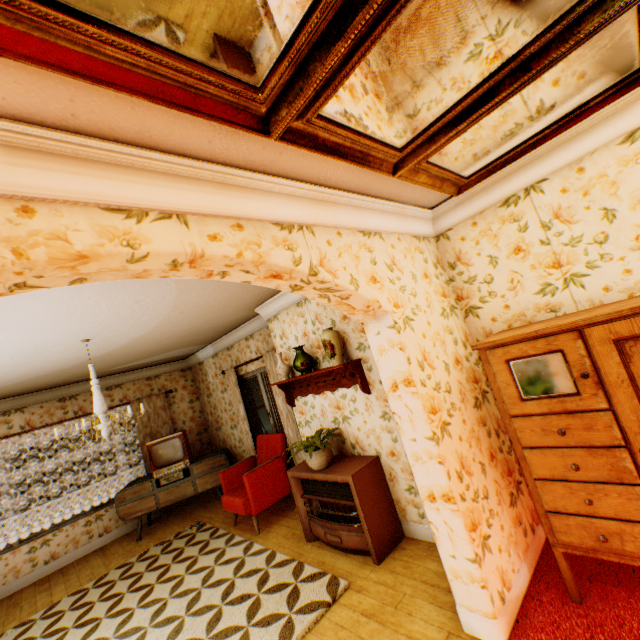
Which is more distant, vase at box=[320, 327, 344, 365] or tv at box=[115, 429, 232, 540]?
tv at box=[115, 429, 232, 540]

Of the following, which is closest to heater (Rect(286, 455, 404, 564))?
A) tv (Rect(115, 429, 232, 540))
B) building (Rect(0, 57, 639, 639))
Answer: building (Rect(0, 57, 639, 639))

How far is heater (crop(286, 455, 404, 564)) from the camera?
3.3 meters

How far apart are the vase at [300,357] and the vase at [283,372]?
0.26m

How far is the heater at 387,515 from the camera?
3.34m

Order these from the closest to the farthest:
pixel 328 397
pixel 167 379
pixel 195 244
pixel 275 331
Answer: pixel 195 244, pixel 328 397, pixel 275 331, pixel 167 379

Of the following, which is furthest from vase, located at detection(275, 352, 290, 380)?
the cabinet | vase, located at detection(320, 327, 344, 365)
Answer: the cabinet

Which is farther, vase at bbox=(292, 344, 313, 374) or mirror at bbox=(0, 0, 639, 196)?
vase at bbox=(292, 344, 313, 374)
